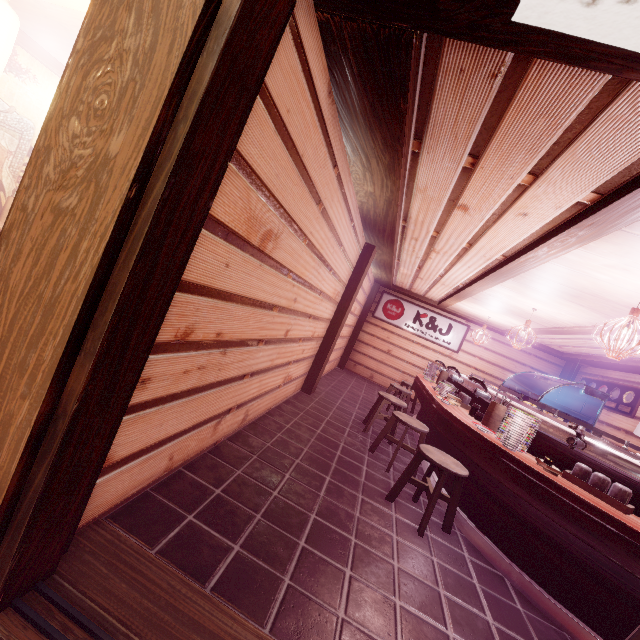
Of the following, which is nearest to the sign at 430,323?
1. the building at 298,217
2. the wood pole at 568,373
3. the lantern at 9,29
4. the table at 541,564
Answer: the building at 298,217

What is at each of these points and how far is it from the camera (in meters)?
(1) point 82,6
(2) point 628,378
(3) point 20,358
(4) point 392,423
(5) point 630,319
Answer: (1) wood bar, 4.23
(2) building, 12.38
(3) wood pole, 1.93
(4) chair, 7.64
(5) light, 5.25

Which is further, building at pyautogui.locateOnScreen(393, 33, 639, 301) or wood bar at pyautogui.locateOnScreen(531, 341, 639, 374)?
wood bar at pyautogui.locateOnScreen(531, 341, 639, 374)

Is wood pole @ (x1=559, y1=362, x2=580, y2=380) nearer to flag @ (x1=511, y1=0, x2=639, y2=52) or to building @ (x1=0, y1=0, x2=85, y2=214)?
building @ (x1=0, y1=0, x2=85, y2=214)

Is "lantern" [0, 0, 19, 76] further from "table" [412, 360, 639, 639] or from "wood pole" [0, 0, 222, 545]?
"table" [412, 360, 639, 639]

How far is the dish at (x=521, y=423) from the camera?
5.3 meters

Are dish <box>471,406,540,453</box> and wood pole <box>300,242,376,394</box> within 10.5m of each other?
yes

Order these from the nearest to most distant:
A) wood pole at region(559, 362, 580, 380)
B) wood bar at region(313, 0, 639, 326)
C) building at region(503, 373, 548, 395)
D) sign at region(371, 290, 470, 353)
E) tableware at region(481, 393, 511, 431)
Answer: wood bar at region(313, 0, 639, 326), tableware at region(481, 393, 511, 431), wood pole at region(559, 362, 580, 380), building at region(503, 373, 548, 395), sign at region(371, 290, 470, 353)
